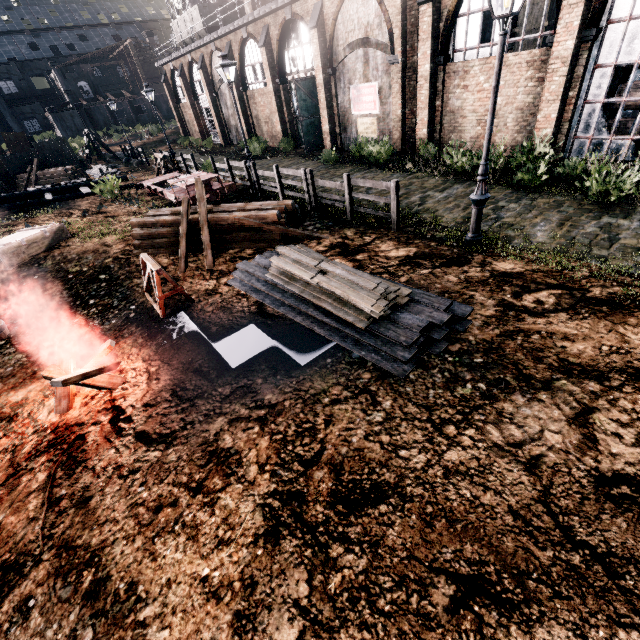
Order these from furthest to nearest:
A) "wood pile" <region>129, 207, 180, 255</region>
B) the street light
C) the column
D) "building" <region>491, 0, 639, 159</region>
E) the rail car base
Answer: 1. the column
2. the rail car base
3. "wood pile" <region>129, 207, 180, 255</region>
4. "building" <region>491, 0, 639, 159</region>
5. the street light

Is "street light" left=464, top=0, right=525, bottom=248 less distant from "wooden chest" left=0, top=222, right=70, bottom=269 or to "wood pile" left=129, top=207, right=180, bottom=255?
"wood pile" left=129, top=207, right=180, bottom=255

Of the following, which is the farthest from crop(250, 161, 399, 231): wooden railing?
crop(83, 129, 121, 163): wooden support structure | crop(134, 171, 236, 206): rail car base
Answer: crop(83, 129, 121, 163): wooden support structure

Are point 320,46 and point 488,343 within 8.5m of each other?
no

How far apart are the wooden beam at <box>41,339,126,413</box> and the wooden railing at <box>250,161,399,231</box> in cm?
844

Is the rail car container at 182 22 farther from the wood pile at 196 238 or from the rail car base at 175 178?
the wood pile at 196 238

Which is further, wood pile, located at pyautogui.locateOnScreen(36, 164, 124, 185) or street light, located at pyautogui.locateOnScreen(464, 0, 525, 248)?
wood pile, located at pyautogui.locateOnScreen(36, 164, 124, 185)

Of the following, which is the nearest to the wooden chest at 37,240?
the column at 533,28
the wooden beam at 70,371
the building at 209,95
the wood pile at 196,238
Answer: the wood pile at 196,238
